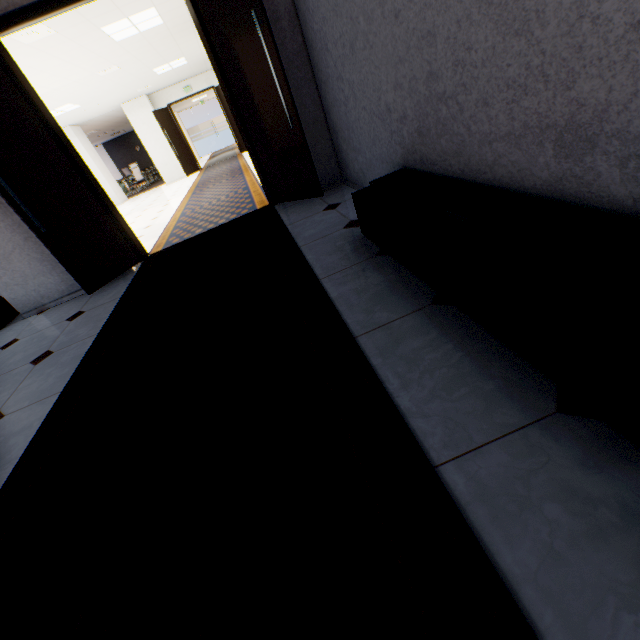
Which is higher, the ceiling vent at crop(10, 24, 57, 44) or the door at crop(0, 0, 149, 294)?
the ceiling vent at crop(10, 24, 57, 44)

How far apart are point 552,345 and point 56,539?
1.9m

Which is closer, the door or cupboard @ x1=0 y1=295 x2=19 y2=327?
the door

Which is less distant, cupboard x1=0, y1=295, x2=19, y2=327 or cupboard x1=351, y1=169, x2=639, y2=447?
cupboard x1=351, y1=169, x2=639, y2=447

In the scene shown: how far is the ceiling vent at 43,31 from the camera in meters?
4.5

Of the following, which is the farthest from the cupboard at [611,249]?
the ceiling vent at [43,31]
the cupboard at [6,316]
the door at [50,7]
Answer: the ceiling vent at [43,31]

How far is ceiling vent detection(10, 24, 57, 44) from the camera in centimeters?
453cm

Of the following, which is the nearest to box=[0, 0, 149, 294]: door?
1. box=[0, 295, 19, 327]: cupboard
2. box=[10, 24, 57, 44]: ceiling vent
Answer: box=[0, 295, 19, 327]: cupboard
